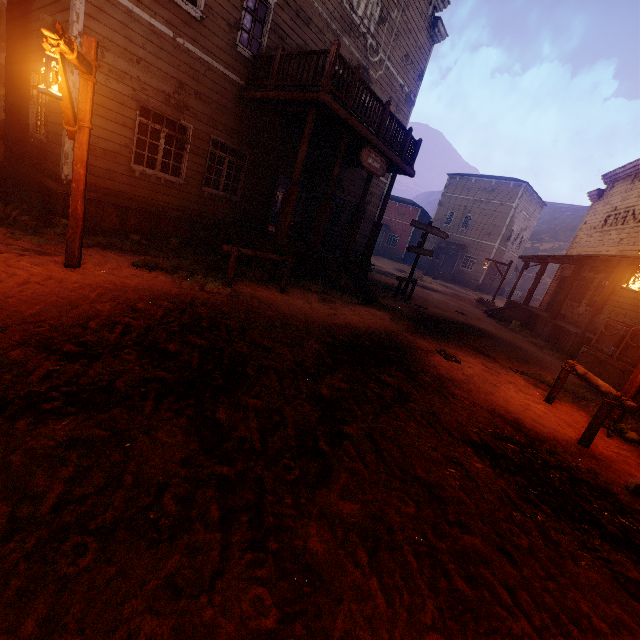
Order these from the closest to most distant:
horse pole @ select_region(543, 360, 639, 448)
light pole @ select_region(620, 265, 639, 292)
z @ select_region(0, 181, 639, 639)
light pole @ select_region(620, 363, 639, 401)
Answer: z @ select_region(0, 181, 639, 639) → horse pole @ select_region(543, 360, 639, 448) → light pole @ select_region(620, 265, 639, 292) → light pole @ select_region(620, 363, 639, 401)

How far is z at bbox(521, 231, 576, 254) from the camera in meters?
53.3 m

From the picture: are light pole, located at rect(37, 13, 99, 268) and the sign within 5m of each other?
no

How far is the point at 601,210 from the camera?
17.2m

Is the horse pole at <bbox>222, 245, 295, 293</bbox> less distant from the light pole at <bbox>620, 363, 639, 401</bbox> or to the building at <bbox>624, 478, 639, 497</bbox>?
the building at <bbox>624, 478, 639, 497</bbox>

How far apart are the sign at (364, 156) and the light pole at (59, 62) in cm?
658

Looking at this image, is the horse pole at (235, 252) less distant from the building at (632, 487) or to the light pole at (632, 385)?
the building at (632, 487)
